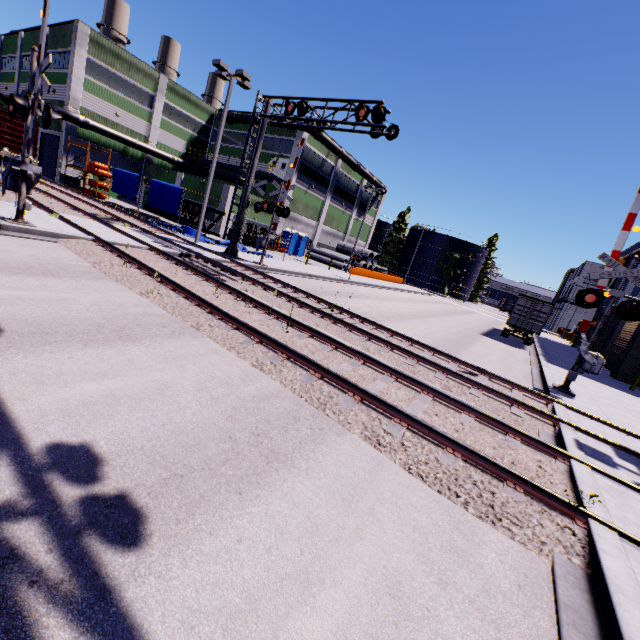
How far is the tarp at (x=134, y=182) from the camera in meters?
25.2

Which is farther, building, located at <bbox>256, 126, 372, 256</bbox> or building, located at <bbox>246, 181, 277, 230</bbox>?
building, located at <bbox>256, 126, 372, 256</bbox>

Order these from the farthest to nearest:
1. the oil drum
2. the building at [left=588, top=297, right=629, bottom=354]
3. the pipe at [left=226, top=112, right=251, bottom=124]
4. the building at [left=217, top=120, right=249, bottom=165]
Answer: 1. the building at [left=217, top=120, right=249, bottom=165]
2. the pipe at [left=226, top=112, right=251, bottom=124]
3. the oil drum
4. the building at [left=588, top=297, right=629, bottom=354]

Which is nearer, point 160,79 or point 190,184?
point 190,184

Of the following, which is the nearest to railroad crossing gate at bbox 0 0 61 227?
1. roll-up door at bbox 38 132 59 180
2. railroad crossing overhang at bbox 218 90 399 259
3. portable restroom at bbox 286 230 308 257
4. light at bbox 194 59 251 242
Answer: railroad crossing overhang at bbox 218 90 399 259

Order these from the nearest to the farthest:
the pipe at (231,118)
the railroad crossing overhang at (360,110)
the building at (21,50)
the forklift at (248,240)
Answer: the railroad crossing overhang at (360,110), the forklift at (248,240), the building at (21,50), the pipe at (231,118)

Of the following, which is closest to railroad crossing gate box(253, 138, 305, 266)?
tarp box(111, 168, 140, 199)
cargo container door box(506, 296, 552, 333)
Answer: tarp box(111, 168, 140, 199)

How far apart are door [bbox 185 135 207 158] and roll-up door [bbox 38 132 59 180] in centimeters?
1297cm
